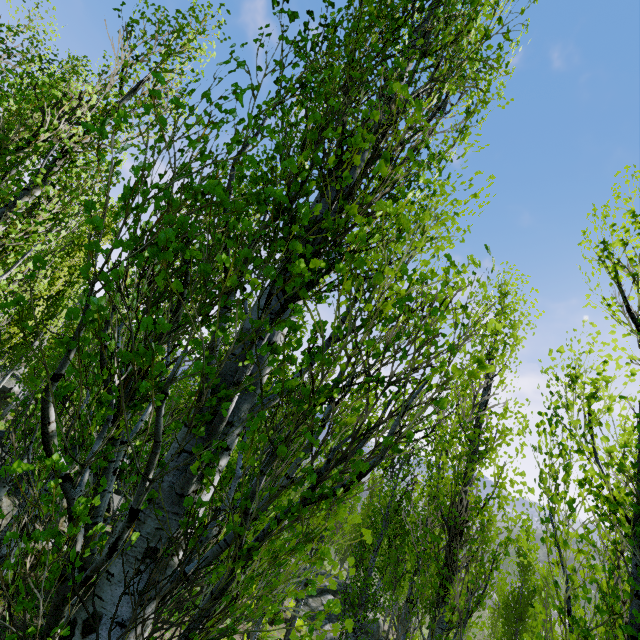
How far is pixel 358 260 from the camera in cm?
145

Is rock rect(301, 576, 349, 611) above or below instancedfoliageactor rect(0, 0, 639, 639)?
below

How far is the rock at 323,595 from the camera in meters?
18.8

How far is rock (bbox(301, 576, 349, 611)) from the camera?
18.8 meters

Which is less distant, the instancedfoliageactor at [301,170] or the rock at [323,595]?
the instancedfoliageactor at [301,170]

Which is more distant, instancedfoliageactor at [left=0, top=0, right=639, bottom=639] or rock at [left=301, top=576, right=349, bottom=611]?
rock at [left=301, top=576, right=349, bottom=611]
